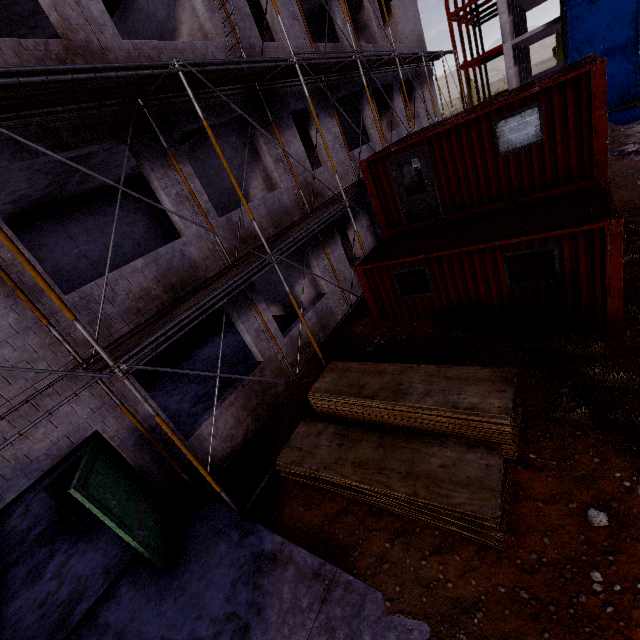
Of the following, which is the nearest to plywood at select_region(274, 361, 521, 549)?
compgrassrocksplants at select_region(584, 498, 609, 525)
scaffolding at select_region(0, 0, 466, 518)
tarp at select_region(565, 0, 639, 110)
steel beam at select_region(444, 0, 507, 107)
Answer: scaffolding at select_region(0, 0, 466, 518)

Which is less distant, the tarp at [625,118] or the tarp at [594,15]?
the tarp at [625,118]

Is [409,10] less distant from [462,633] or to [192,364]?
[192,364]

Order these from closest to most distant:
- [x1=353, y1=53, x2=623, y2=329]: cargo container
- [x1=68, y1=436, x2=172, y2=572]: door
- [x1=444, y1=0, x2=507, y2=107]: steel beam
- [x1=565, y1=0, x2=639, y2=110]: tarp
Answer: [x1=68, y1=436, x2=172, y2=572]: door, [x1=353, y1=53, x2=623, y2=329]: cargo container, [x1=565, y1=0, x2=639, y2=110]: tarp, [x1=444, y1=0, x2=507, y2=107]: steel beam

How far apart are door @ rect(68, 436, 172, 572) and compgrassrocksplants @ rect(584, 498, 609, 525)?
7.1 meters

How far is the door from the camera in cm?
527

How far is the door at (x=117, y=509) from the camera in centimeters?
527cm

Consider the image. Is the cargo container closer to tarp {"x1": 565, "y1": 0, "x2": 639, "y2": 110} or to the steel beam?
tarp {"x1": 565, "y1": 0, "x2": 639, "y2": 110}
